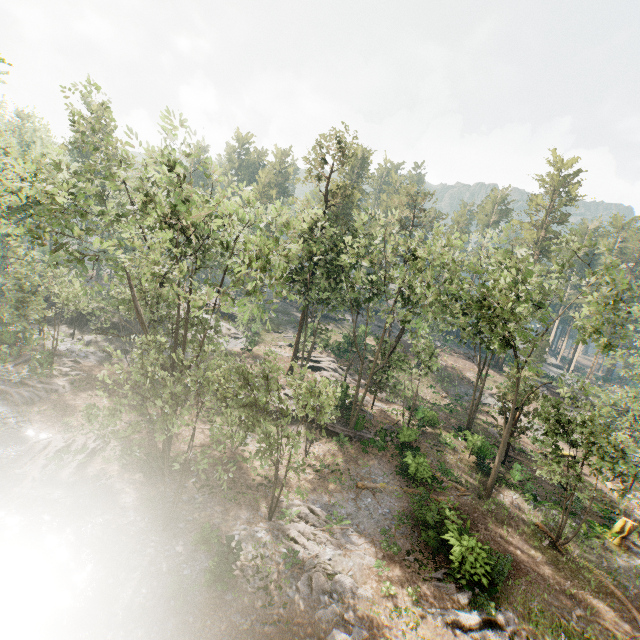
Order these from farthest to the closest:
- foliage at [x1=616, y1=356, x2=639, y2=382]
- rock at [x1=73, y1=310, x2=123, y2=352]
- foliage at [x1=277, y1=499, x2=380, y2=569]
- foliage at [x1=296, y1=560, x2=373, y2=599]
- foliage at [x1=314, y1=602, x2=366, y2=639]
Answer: rock at [x1=73, y1=310, x2=123, y2=352]
foliage at [x1=616, y1=356, x2=639, y2=382]
foliage at [x1=277, y1=499, x2=380, y2=569]
foliage at [x1=296, y1=560, x2=373, y2=599]
foliage at [x1=314, y1=602, x2=366, y2=639]

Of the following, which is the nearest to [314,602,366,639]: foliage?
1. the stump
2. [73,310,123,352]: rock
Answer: [73,310,123,352]: rock

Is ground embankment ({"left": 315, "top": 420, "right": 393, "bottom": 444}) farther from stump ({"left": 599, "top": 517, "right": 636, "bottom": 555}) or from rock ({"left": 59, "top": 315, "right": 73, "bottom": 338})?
stump ({"left": 599, "top": 517, "right": 636, "bottom": 555})

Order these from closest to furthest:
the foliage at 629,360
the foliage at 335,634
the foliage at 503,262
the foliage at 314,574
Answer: the foliage at 335,634, the foliage at 314,574, the foliage at 503,262, the foliage at 629,360

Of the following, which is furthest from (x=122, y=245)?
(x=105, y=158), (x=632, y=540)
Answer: (x=632, y=540)

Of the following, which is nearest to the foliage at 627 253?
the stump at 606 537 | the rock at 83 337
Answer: the rock at 83 337

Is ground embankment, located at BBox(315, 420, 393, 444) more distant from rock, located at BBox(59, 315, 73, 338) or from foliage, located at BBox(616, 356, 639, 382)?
rock, located at BBox(59, 315, 73, 338)

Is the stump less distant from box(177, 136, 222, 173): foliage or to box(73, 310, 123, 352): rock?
box(177, 136, 222, 173): foliage
